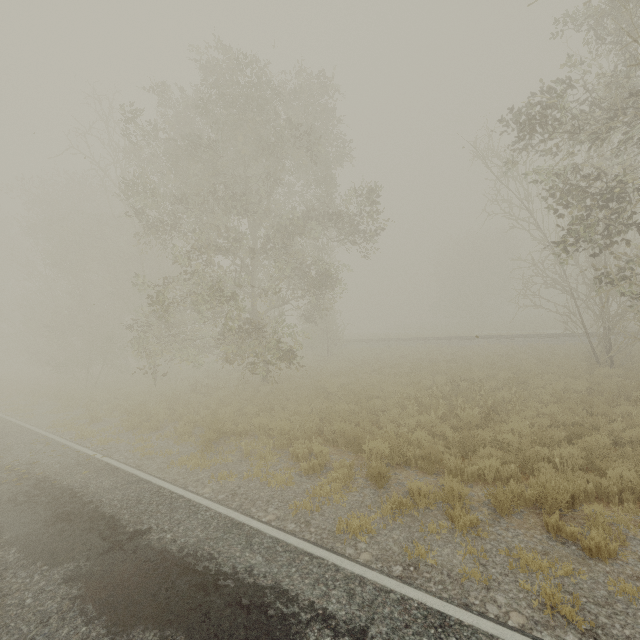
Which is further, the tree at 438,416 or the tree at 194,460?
the tree at 438,416

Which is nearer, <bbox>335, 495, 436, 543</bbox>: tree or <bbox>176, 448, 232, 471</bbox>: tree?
<bbox>335, 495, 436, 543</bbox>: tree

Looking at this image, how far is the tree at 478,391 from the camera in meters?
9.5 m

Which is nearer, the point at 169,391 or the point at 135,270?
the point at 169,391

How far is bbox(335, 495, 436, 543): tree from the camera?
5.45m

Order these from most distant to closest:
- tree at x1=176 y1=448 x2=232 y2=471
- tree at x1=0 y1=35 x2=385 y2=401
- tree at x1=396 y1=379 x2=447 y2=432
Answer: tree at x1=0 y1=35 x2=385 y2=401, tree at x1=396 y1=379 x2=447 y2=432, tree at x1=176 y1=448 x2=232 y2=471
